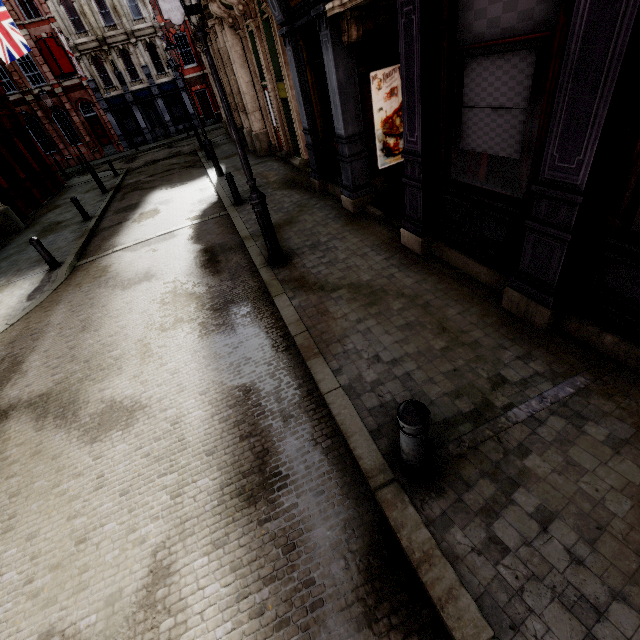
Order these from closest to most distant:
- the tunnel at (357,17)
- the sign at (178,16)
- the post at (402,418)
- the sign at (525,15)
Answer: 1. the post at (402,418)
2. the sign at (525,15)
3. the tunnel at (357,17)
4. the sign at (178,16)

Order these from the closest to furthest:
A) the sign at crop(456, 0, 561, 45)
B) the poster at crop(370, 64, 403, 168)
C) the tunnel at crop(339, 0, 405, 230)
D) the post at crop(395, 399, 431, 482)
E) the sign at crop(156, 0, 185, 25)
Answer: the post at crop(395, 399, 431, 482)
the sign at crop(456, 0, 561, 45)
the tunnel at crop(339, 0, 405, 230)
the poster at crop(370, 64, 403, 168)
the sign at crop(156, 0, 185, 25)

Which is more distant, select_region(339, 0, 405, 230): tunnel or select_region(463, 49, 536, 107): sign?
select_region(339, 0, 405, 230): tunnel

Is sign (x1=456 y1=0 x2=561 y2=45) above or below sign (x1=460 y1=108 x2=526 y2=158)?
above

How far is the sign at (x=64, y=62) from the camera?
27.1m

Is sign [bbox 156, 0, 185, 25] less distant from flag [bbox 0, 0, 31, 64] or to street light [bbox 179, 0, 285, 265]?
flag [bbox 0, 0, 31, 64]

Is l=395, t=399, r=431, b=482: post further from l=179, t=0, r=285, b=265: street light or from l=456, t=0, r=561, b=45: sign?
l=179, t=0, r=285, b=265: street light

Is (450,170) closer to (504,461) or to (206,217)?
(504,461)
